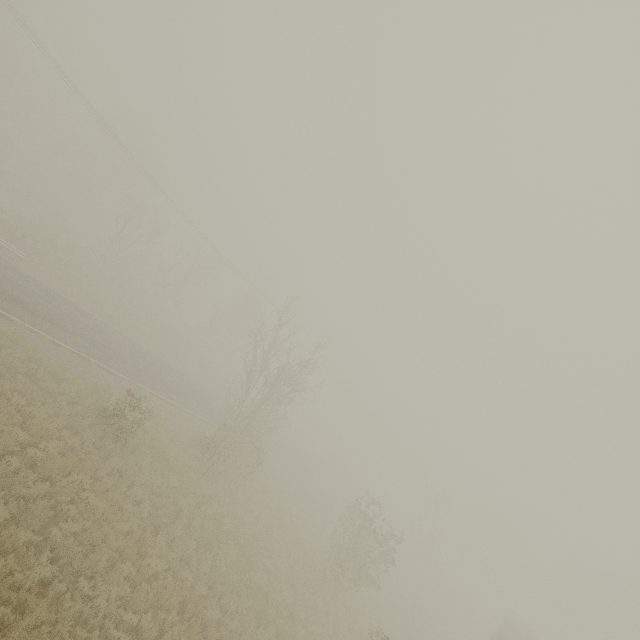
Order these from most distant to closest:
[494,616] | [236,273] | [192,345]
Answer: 1. [494,616]
2. [192,345]
3. [236,273]
